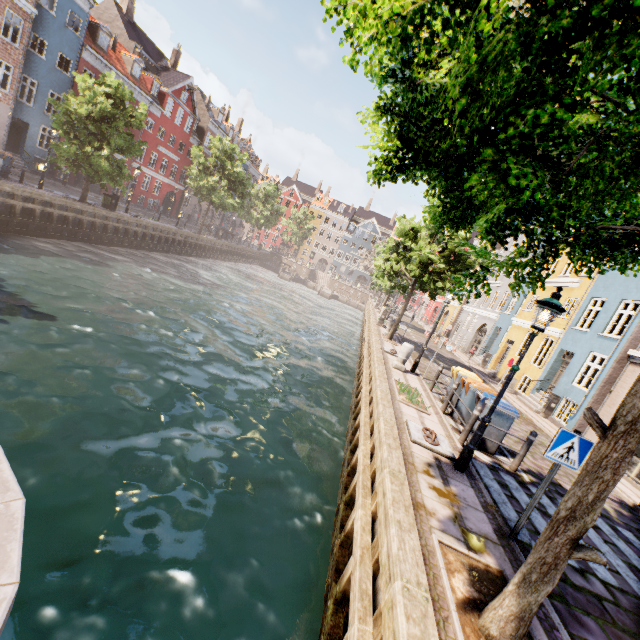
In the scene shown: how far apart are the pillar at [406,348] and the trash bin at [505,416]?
3.8 meters

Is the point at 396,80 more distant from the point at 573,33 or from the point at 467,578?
the point at 467,578

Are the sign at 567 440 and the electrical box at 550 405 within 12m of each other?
no

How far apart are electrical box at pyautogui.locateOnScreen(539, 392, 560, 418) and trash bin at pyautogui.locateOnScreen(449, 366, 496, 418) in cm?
831

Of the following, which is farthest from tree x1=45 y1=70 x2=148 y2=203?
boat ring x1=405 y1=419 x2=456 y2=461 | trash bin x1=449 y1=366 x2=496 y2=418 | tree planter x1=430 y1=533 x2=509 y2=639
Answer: trash bin x1=449 y1=366 x2=496 y2=418

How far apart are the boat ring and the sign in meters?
2.4 m

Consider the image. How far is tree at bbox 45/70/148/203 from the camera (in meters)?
18.66

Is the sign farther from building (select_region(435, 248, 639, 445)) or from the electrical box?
building (select_region(435, 248, 639, 445))
